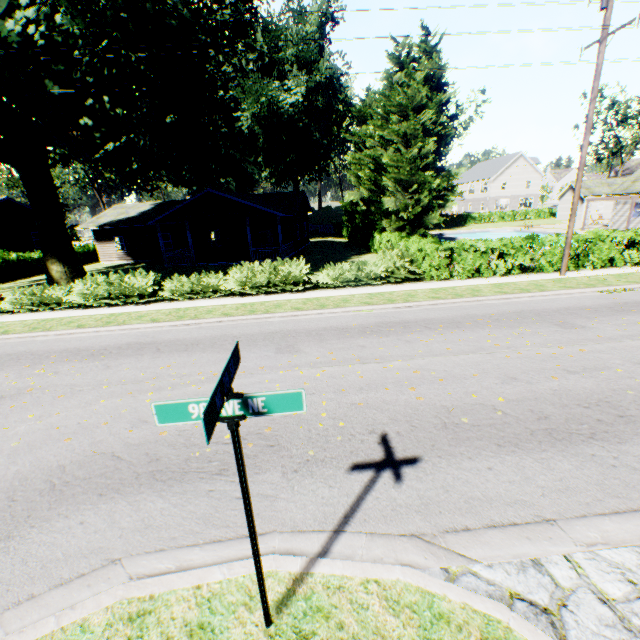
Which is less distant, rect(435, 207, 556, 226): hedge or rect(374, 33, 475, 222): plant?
rect(374, 33, 475, 222): plant

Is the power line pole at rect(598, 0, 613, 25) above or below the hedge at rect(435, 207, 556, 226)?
above

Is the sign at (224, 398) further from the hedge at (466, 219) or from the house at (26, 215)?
the hedge at (466, 219)

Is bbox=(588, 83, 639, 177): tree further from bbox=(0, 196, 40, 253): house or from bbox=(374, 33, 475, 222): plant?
bbox=(0, 196, 40, 253): house

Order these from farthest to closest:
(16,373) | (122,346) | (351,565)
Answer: (122,346) < (16,373) < (351,565)

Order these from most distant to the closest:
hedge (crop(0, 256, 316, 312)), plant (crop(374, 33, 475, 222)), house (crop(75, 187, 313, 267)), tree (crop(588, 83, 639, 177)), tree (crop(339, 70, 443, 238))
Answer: tree (crop(588, 83, 639, 177)) → plant (crop(374, 33, 475, 222)) → house (crop(75, 187, 313, 267)) → tree (crop(339, 70, 443, 238)) → hedge (crop(0, 256, 316, 312))

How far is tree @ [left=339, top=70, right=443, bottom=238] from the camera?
23.0 meters

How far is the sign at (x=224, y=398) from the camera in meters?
1.9 m
